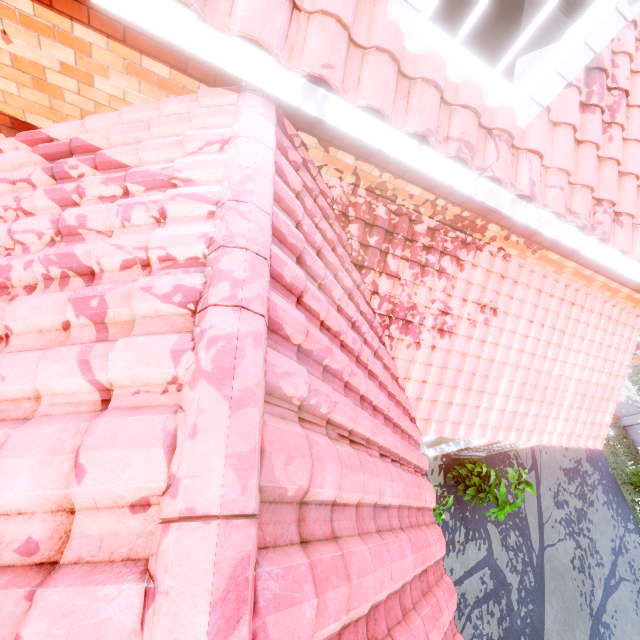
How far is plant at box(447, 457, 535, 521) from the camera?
7.0 meters

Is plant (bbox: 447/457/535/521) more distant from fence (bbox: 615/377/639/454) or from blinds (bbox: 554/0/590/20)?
fence (bbox: 615/377/639/454)

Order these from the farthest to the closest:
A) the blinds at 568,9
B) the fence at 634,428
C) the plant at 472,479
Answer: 1. the fence at 634,428
2. the plant at 472,479
3. the blinds at 568,9

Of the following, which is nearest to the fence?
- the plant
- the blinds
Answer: the plant

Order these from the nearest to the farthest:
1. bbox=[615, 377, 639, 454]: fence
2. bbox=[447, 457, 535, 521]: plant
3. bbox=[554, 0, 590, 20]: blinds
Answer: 1. bbox=[554, 0, 590, 20]: blinds
2. bbox=[447, 457, 535, 521]: plant
3. bbox=[615, 377, 639, 454]: fence

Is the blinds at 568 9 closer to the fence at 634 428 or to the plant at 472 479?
the plant at 472 479

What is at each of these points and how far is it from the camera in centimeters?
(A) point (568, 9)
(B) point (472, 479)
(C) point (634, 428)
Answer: (A) blinds, 287cm
(B) plant, 767cm
(C) fence, 1451cm
